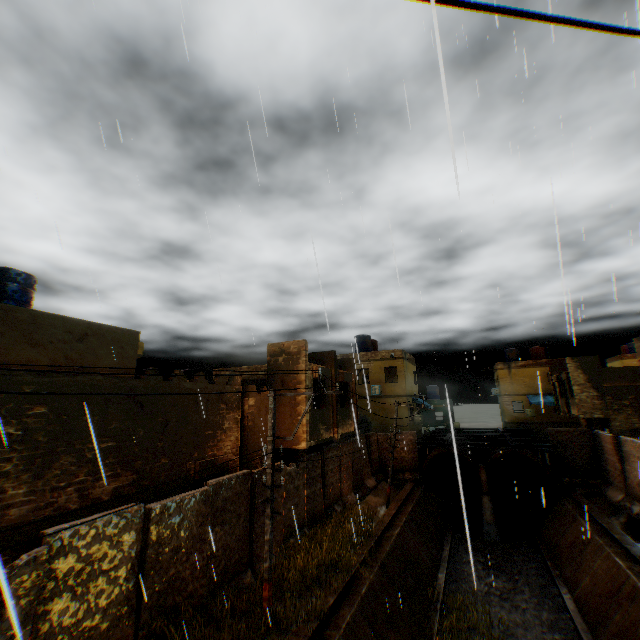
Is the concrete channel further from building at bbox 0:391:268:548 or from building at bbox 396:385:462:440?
building at bbox 396:385:462:440

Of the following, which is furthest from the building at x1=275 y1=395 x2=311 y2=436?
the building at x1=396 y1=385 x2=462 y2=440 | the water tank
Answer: the building at x1=396 y1=385 x2=462 y2=440

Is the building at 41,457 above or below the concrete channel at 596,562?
above

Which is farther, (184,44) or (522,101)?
(522,101)

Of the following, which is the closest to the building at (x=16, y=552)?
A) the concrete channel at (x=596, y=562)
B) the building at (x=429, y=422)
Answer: the concrete channel at (x=596, y=562)

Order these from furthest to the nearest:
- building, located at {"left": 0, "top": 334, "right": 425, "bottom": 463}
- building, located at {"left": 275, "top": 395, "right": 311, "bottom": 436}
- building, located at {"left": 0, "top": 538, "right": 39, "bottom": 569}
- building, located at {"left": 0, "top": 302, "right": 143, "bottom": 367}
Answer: building, located at {"left": 275, "top": 395, "right": 311, "bottom": 436}, building, located at {"left": 0, "top": 334, "right": 425, "bottom": 463}, building, located at {"left": 0, "top": 302, "right": 143, "bottom": 367}, building, located at {"left": 0, "top": 538, "right": 39, "bottom": 569}

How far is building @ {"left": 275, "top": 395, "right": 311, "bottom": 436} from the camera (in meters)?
14.69
